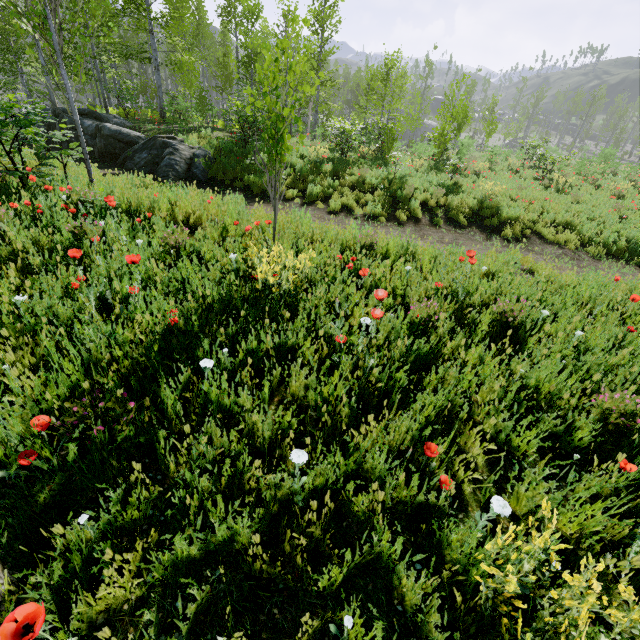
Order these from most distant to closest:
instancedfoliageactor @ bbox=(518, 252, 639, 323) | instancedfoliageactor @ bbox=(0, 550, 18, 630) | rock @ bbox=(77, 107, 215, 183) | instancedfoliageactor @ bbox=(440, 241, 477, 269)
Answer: rock @ bbox=(77, 107, 215, 183) < instancedfoliageactor @ bbox=(518, 252, 639, 323) < instancedfoliageactor @ bbox=(440, 241, 477, 269) < instancedfoliageactor @ bbox=(0, 550, 18, 630)

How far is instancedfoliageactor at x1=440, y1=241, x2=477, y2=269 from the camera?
3.87m

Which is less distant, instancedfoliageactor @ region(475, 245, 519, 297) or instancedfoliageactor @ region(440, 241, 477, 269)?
instancedfoliageactor @ region(440, 241, 477, 269)

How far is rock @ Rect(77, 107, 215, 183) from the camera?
11.05m

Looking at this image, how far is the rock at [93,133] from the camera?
11.0m

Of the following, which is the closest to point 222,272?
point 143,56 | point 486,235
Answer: point 486,235

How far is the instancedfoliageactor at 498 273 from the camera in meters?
4.6 m
